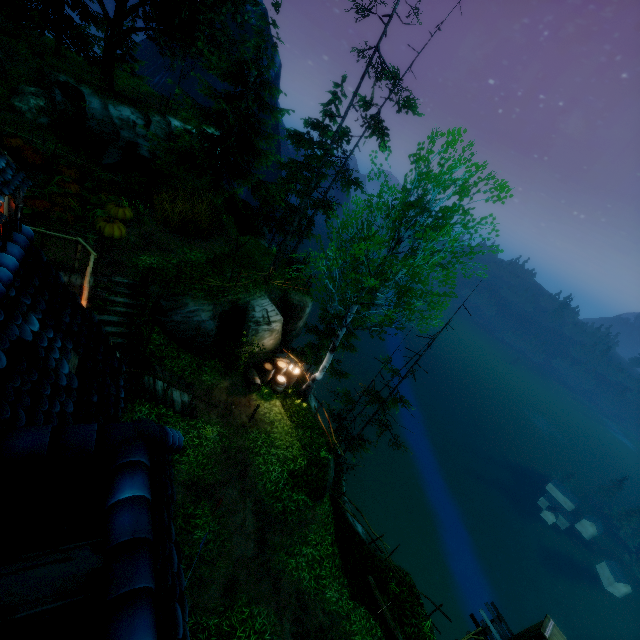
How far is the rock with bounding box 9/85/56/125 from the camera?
18.4 meters

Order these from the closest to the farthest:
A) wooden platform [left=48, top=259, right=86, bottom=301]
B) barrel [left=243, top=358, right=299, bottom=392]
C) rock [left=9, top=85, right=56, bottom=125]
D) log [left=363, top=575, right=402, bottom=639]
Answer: wooden platform [left=48, top=259, right=86, bottom=301] < log [left=363, top=575, right=402, bottom=639] < barrel [left=243, top=358, right=299, bottom=392] < rock [left=9, top=85, right=56, bottom=125]

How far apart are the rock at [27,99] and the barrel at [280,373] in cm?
2012

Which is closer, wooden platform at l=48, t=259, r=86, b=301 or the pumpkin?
wooden platform at l=48, t=259, r=86, b=301

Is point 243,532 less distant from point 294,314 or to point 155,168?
point 294,314

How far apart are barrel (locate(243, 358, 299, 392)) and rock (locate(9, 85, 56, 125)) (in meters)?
20.12

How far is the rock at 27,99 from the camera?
18.44m

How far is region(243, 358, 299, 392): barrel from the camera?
15.38m
